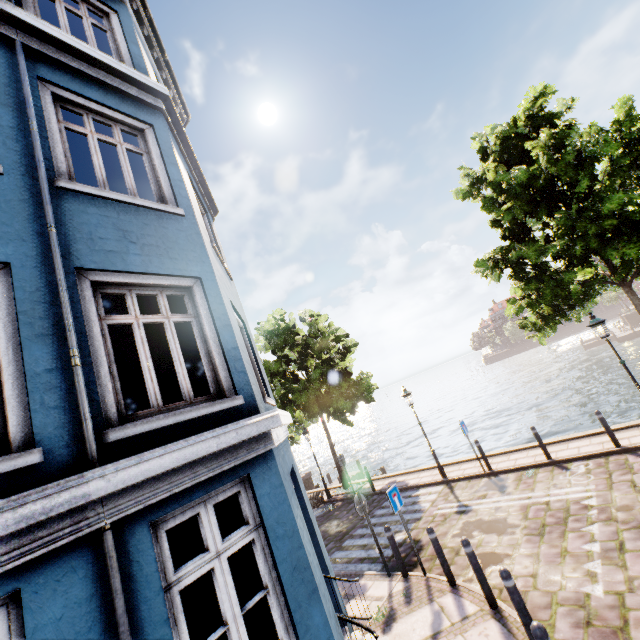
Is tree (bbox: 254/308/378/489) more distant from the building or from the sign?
the sign

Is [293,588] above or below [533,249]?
below

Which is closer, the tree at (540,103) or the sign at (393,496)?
the sign at (393,496)

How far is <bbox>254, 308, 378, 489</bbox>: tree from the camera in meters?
15.9

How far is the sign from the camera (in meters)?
7.51

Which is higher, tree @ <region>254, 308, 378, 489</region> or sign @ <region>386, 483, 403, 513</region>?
tree @ <region>254, 308, 378, 489</region>
